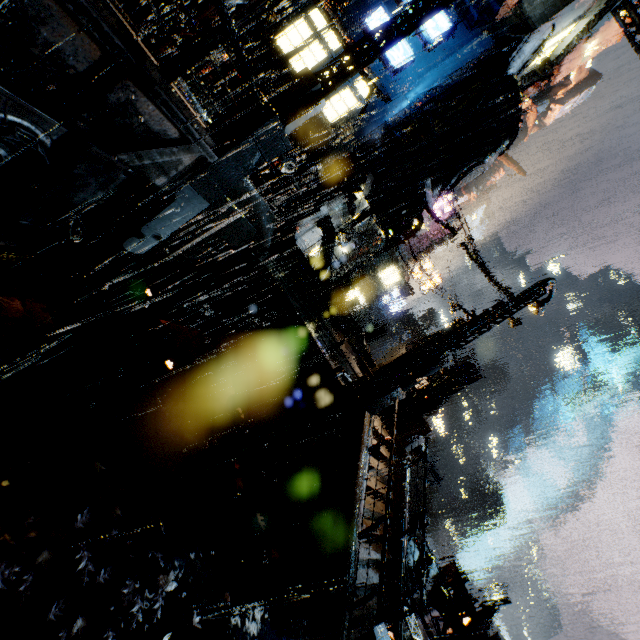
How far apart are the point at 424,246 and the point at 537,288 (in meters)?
33.55

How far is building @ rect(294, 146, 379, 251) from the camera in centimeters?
1880cm

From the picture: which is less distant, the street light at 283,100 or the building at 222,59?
the street light at 283,100

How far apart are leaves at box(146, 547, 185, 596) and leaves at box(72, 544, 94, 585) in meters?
0.5 m

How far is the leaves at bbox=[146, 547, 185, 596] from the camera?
5.1m

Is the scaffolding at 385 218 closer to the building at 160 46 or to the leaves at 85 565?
the building at 160 46

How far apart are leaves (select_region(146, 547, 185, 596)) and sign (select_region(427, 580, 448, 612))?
14.4 meters
